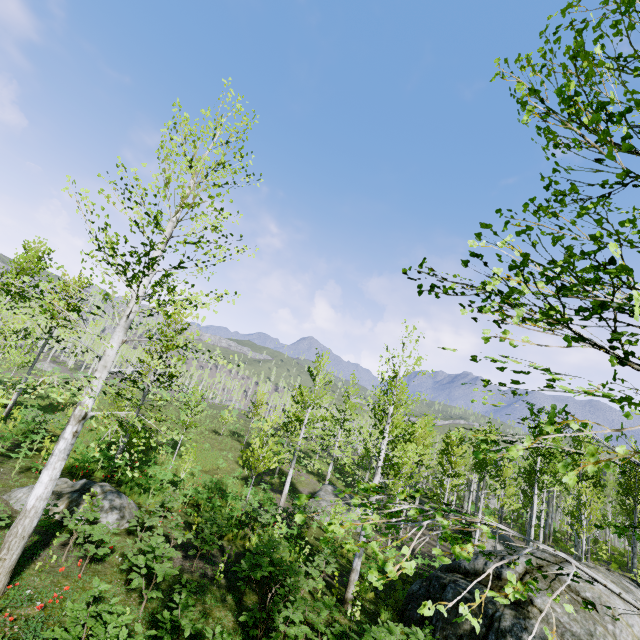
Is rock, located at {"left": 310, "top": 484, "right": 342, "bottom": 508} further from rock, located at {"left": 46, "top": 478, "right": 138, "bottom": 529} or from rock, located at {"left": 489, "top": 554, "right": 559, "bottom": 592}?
rock, located at {"left": 46, "top": 478, "right": 138, "bottom": 529}

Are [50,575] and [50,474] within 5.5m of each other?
yes

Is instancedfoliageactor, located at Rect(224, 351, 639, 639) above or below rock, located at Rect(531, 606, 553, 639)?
above

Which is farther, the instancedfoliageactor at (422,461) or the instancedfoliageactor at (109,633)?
the instancedfoliageactor at (109,633)

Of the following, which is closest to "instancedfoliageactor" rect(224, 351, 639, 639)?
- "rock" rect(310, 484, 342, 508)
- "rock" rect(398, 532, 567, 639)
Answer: "rock" rect(398, 532, 567, 639)

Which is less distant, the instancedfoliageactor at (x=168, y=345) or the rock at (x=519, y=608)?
the instancedfoliageactor at (x=168, y=345)

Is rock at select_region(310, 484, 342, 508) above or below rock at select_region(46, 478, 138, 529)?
below
